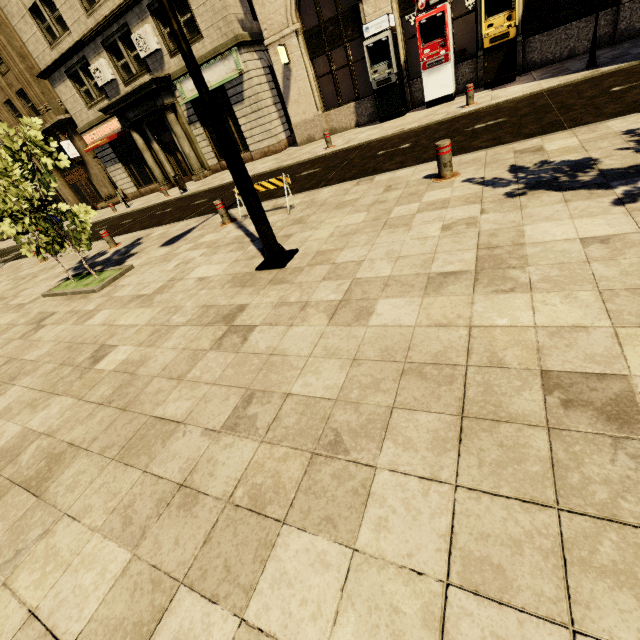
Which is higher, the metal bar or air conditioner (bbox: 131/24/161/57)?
air conditioner (bbox: 131/24/161/57)

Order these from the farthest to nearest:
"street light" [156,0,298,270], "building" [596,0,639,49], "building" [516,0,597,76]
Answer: "building" [516,0,597,76], "building" [596,0,639,49], "street light" [156,0,298,270]

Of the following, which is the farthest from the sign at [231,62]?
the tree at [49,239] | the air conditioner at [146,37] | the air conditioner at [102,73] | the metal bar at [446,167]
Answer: the metal bar at [446,167]

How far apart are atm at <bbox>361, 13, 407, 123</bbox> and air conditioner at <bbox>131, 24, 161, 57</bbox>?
10.49m

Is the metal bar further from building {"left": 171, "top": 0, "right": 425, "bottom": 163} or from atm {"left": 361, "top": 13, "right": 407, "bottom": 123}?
building {"left": 171, "top": 0, "right": 425, "bottom": 163}

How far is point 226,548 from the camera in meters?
1.7

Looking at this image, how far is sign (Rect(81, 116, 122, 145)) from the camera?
19.6 meters

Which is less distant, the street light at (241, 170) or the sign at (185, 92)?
the street light at (241, 170)
